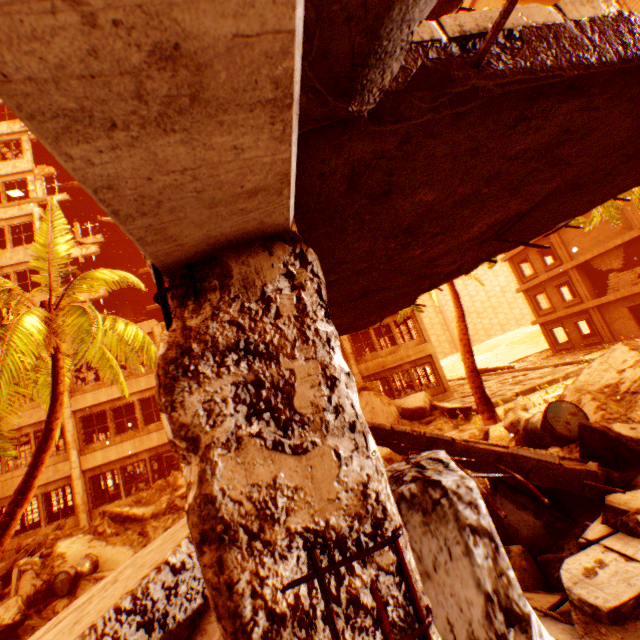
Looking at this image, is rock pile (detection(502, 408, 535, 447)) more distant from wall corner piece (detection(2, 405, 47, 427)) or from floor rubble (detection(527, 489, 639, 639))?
wall corner piece (detection(2, 405, 47, 427))

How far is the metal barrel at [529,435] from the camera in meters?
4.4

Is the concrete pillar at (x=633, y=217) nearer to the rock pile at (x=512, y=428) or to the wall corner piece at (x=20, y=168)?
the rock pile at (x=512, y=428)

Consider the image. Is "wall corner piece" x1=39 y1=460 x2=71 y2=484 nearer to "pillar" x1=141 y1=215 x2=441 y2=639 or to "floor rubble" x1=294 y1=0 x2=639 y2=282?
"pillar" x1=141 y1=215 x2=441 y2=639

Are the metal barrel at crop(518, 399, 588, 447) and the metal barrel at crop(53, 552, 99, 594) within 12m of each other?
yes

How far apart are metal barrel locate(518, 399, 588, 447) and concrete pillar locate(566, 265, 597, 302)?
23.55m

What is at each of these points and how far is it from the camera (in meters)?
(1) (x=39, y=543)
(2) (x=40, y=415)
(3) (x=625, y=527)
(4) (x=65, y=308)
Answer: (1) floor rubble, 10.41
(2) wall corner piece, 16.27
(3) rock pile, 2.60
(4) rubble, 7.13

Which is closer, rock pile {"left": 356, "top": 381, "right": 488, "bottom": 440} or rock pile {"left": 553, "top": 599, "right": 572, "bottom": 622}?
rock pile {"left": 553, "top": 599, "right": 572, "bottom": 622}
